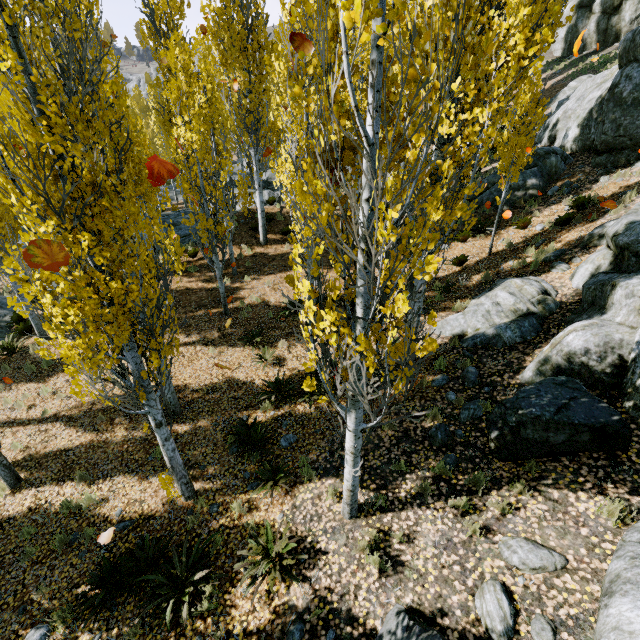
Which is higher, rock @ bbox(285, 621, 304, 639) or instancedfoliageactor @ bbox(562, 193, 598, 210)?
instancedfoliageactor @ bbox(562, 193, 598, 210)

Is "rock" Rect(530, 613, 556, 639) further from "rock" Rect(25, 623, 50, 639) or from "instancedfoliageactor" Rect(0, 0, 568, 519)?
"rock" Rect(25, 623, 50, 639)

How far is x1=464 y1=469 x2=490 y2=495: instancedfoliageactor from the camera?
5.1m

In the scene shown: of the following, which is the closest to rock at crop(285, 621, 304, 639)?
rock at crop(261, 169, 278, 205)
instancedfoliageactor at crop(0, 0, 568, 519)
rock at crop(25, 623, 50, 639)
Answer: instancedfoliageactor at crop(0, 0, 568, 519)

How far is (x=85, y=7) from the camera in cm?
509

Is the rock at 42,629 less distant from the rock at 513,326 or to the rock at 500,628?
the rock at 513,326

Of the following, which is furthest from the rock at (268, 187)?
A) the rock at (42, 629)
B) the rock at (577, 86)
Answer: the rock at (42, 629)

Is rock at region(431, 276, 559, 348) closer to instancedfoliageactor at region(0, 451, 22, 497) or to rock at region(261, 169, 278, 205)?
instancedfoliageactor at region(0, 451, 22, 497)
